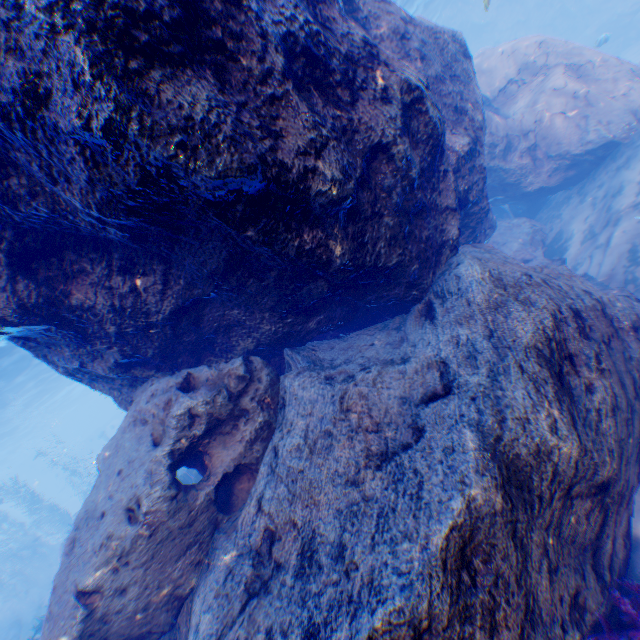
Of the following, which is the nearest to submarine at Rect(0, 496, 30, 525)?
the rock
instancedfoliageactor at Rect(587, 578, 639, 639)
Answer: the rock

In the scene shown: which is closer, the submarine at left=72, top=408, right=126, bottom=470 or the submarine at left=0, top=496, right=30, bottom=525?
the submarine at left=72, top=408, right=126, bottom=470

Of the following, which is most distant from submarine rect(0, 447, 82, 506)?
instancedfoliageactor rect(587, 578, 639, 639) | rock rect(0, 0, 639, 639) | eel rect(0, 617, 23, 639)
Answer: instancedfoliageactor rect(587, 578, 639, 639)

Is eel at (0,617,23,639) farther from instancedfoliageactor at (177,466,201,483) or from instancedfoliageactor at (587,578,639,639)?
instancedfoliageactor at (587,578,639,639)

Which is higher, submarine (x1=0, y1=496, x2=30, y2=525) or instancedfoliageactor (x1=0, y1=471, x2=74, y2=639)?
submarine (x1=0, y1=496, x2=30, y2=525)

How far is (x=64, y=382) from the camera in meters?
37.5

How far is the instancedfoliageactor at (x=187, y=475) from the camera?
11.5 meters

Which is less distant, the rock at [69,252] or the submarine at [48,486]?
the rock at [69,252]
